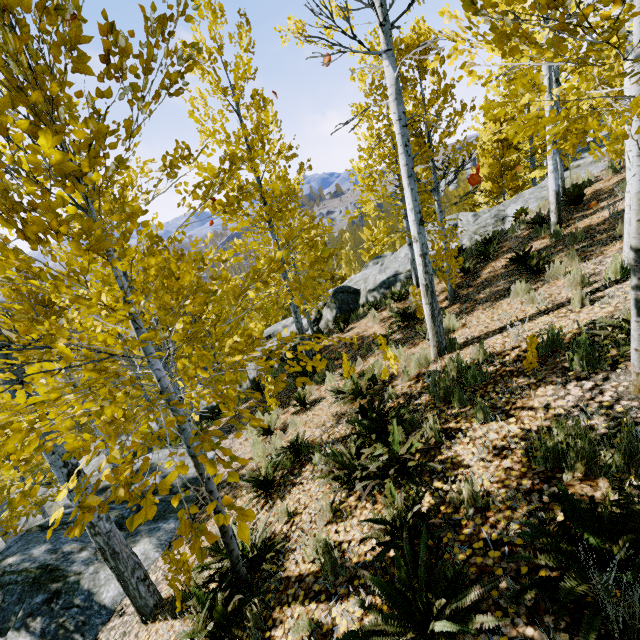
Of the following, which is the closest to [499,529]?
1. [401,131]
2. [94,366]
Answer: [94,366]

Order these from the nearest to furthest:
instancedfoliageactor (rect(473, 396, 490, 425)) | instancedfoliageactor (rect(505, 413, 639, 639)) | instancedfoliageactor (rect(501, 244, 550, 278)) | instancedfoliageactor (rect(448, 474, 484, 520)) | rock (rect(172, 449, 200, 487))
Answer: instancedfoliageactor (rect(505, 413, 639, 639)) < instancedfoliageactor (rect(448, 474, 484, 520)) < instancedfoliageactor (rect(473, 396, 490, 425)) < instancedfoliageactor (rect(501, 244, 550, 278)) < rock (rect(172, 449, 200, 487))

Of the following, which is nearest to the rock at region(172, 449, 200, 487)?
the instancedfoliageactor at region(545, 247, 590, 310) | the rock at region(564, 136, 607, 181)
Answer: the rock at region(564, 136, 607, 181)

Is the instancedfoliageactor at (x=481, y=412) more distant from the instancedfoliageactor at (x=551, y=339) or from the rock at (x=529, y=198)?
the instancedfoliageactor at (x=551, y=339)

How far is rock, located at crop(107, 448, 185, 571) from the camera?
6.00m

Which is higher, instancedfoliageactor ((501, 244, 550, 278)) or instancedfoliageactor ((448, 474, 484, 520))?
instancedfoliageactor ((501, 244, 550, 278))

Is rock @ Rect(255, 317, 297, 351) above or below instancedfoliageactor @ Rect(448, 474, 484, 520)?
below

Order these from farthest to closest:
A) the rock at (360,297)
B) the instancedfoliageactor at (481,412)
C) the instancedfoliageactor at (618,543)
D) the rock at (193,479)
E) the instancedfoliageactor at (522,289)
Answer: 1. the rock at (360,297)
2. the rock at (193,479)
3. the instancedfoliageactor at (522,289)
4. the instancedfoliageactor at (481,412)
5. the instancedfoliageactor at (618,543)
